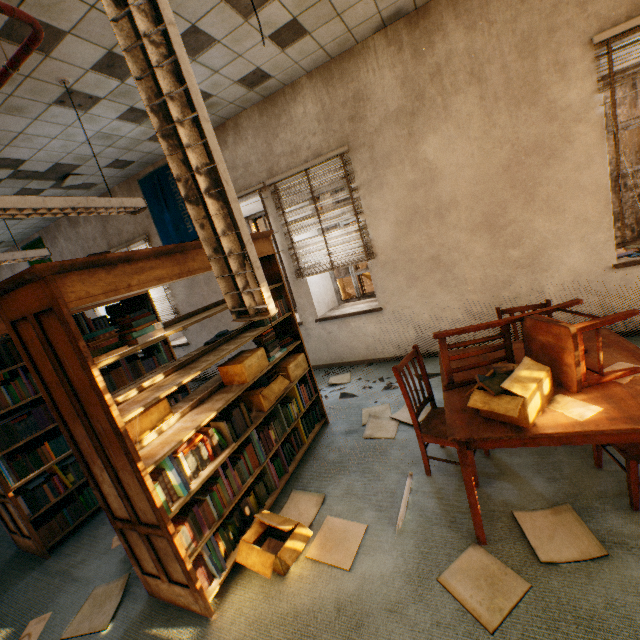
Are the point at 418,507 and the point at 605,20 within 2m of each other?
no

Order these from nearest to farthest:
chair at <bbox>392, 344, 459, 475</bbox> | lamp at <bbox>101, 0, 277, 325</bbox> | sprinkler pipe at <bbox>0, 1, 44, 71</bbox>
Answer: lamp at <bbox>101, 0, 277, 325</bbox>
sprinkler pipe at <bbox>0, 1, 44, 71</bbox>
chair at <bbox>392, 344, 459, 475</bbox>

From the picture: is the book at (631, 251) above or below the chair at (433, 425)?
above

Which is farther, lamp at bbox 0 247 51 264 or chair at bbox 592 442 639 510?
lamp at bbox 0 247 51 264

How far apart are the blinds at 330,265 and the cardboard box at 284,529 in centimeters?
323cm

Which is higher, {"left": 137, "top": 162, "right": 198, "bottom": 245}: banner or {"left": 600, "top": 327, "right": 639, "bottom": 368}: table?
{"left": 137, "top": 162, "right": 198, "bottom": 245}: banner

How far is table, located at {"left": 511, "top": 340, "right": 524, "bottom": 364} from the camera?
2.30m

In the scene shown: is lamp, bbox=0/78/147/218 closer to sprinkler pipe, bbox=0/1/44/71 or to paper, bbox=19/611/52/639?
sprinkler pipe, bbox=0/1/44/71
